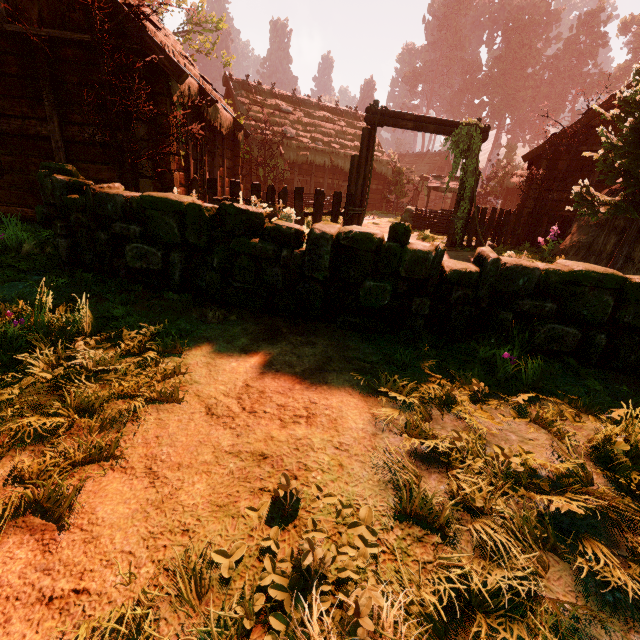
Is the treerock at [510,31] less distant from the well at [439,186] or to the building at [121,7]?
the building at [121,7]

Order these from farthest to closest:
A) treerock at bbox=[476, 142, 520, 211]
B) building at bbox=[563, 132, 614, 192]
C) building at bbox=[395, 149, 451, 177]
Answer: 1. building at bbox=[395, 149, 451, 177]
2. treerock at bbox=[476, 142, 520, 211]
3. building at bbox=[563, 132, 614, 192]

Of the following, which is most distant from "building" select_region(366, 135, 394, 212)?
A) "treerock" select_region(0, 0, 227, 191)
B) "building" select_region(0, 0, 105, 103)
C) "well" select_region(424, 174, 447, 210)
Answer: "building" select_region(0, 0, 105, 103)

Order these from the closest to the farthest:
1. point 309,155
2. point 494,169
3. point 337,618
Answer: point 337,618 < point 309,155 < point 494,169

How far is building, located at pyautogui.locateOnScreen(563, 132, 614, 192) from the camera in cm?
1182

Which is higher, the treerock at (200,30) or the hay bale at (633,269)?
the treerock at (200,30)

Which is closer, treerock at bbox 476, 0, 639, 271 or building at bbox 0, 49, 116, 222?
building at bbox 0, 49, 116, 222

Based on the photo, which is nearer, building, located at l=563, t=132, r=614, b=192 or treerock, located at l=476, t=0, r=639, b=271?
treerock, located at l=476, t=0, r=639, b=271
